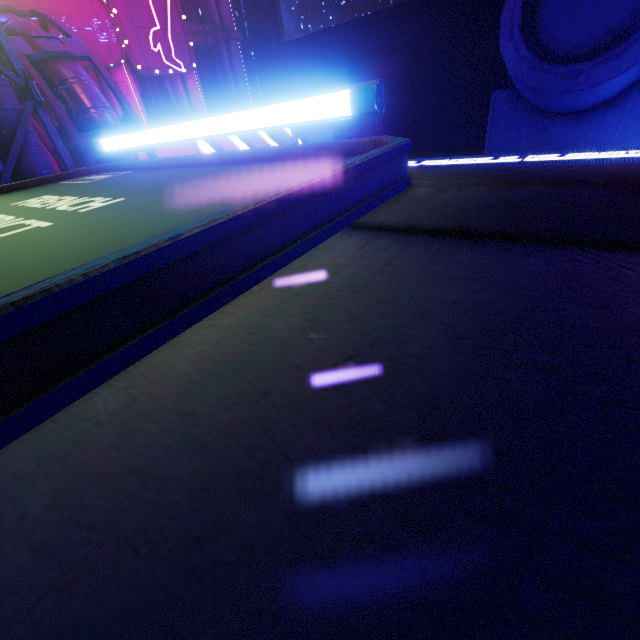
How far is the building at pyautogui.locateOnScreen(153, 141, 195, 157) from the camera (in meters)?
17.12

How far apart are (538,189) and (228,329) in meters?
2.7

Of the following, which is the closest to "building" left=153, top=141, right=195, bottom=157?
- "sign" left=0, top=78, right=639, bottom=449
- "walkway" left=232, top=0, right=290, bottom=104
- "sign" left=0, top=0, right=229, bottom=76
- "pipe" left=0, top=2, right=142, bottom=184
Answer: "pipe" left=0, top=2, right=142, bottom=184

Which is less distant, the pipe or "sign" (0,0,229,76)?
the pipe

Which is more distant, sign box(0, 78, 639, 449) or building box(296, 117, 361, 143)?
building box(296, 117, 361, 143)

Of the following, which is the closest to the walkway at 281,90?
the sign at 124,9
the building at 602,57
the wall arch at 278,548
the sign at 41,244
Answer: the building at 602,57

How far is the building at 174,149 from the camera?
17.1 meters
